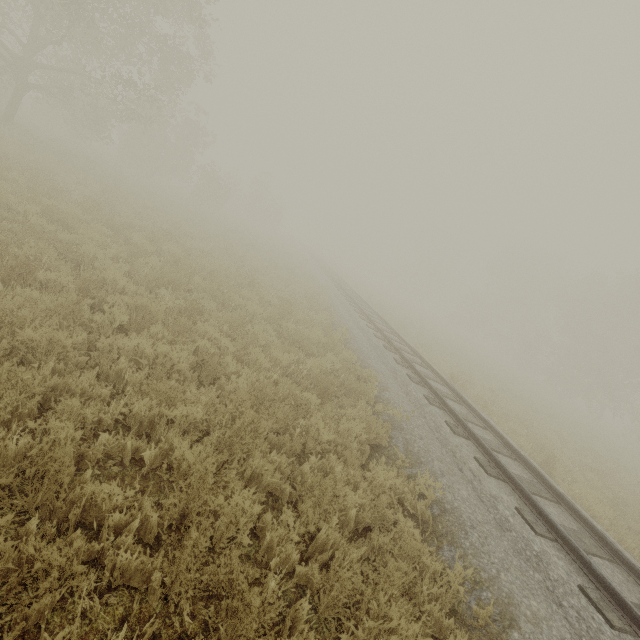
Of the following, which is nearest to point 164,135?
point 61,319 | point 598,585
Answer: point 61,319

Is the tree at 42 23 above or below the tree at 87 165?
above

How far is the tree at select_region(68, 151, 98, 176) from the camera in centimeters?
1386cm

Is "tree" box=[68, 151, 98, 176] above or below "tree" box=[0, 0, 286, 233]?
below

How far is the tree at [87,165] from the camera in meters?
13.9
